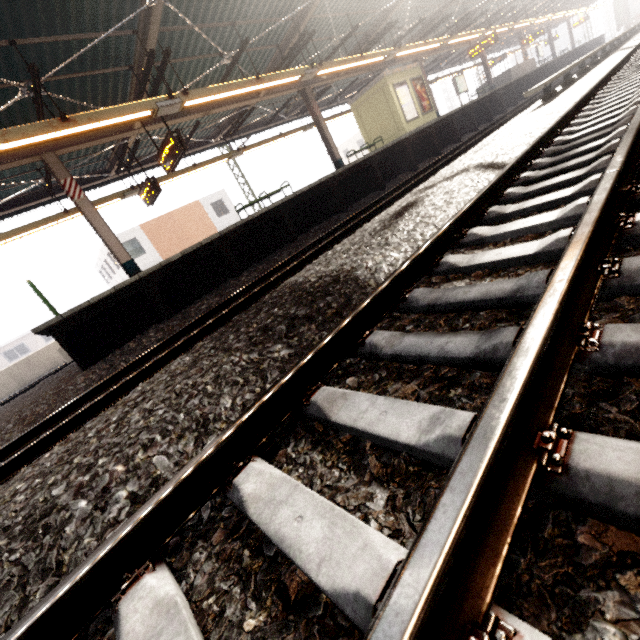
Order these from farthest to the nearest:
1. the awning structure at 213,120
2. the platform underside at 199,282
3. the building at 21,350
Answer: the building at 21,350, the platform underside at 199,282, the awning structure at 213,120

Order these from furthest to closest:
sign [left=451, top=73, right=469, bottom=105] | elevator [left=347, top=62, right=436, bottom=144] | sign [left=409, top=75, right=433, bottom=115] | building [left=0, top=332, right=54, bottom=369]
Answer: building [left=0, top=332, right=54, bottom=369], sign [left=451, top=73, right=469, bottom=105], sign [left=409, top=75, right=433, bottom=115], elevator [left=347, top=62, right=436, bottom=144]

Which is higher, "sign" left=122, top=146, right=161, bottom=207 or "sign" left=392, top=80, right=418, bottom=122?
"sign" left=122, top=146, right=161, bottom=207

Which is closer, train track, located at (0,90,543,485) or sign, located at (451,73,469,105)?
train track, located at (0,90,543,485)

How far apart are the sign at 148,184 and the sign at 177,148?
1.34m

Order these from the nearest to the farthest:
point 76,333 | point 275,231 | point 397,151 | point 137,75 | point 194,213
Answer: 1. point 76,333
2. point 137,75
3. point 275,231
4. point 397,151
5. point 194,213

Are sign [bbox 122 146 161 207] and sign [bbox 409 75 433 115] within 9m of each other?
no

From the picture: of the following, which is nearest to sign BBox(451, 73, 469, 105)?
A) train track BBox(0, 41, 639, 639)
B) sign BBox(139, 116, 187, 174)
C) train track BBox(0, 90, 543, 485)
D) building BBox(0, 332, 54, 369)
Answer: train track BBox(0, 90, 543, 485)
